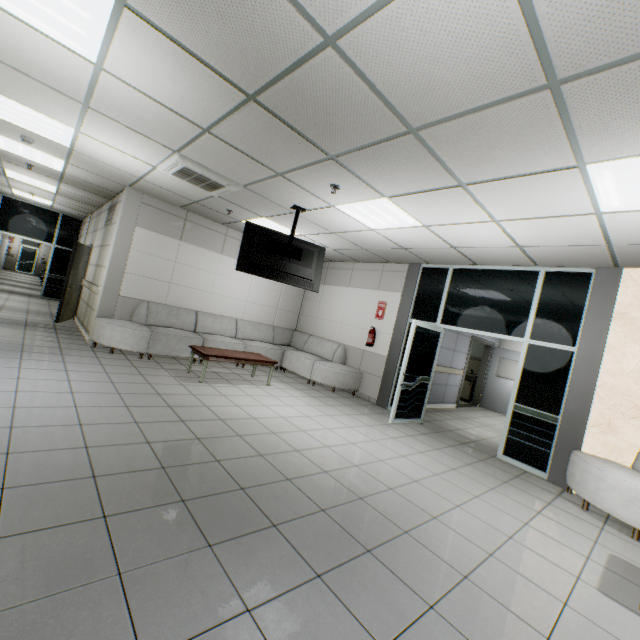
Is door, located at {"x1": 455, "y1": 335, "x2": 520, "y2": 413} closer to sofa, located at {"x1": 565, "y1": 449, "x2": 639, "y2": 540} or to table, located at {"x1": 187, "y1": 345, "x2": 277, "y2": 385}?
sofa, located at {"x1": 565, "y1": 449, "x2": 639, "y2": 540}

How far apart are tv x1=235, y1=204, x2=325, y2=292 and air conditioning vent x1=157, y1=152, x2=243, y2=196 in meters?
0.5 m

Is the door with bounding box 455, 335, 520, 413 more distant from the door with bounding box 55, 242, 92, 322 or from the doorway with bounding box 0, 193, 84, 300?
the doorway with bounding box 0, 193, 84, 300

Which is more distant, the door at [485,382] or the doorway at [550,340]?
the door at [485,382]

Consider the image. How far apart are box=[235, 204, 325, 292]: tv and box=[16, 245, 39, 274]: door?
26.9 meters

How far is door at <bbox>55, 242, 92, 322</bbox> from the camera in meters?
7.8 m

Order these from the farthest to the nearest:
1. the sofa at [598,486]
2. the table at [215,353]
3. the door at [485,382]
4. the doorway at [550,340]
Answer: the door at [485,382], the table at [215,353], the doorway at [550,340], the sofa at [598,486]

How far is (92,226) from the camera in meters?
10.0 m
